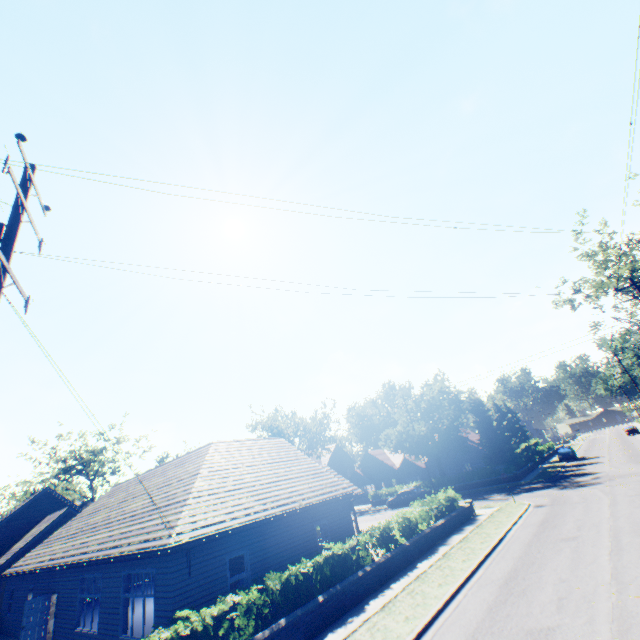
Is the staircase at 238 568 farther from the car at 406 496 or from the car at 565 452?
the car at 565 452

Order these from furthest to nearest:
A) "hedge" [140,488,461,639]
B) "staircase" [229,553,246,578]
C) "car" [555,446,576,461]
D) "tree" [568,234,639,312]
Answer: "car" [555,446,576,461], "tree" [568,234,639,312], "staircase" [229,553,246,578], "hedge" [140,488,461,639]

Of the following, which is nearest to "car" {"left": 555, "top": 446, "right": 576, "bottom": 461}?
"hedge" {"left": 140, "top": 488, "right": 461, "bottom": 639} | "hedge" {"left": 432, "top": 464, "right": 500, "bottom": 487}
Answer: "hedge" {"left": 432, "top": 464, "right": 500, "bottom": 487}

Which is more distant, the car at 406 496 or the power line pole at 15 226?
the car at 406 496

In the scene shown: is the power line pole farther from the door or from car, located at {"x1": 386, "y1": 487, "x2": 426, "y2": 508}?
car, located at {"x1": 386, "y1": 487, "x2": 426, "y2": 508}

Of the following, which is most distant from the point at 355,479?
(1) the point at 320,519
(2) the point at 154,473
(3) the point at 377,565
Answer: (3) the point at 377,565

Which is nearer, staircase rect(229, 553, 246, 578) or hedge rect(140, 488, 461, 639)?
hedge rect(140, 488, 461, 639)

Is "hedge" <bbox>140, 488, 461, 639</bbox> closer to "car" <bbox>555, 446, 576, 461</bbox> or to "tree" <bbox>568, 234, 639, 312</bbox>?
"tree" <bbox>568, 234, 639, 312</bbox>
